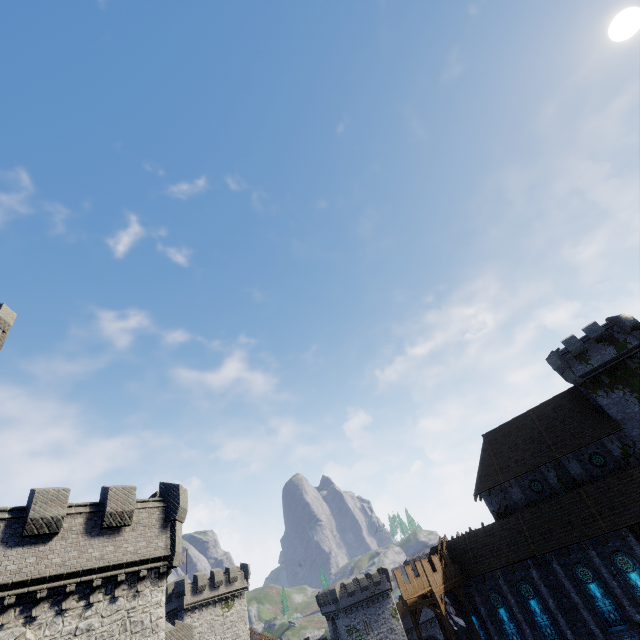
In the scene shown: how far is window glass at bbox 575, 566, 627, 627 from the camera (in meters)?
24.08

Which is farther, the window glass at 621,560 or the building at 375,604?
the building at 375,604

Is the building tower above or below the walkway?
above

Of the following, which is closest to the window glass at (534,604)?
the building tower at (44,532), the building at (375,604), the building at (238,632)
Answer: the building tower at (44,532)

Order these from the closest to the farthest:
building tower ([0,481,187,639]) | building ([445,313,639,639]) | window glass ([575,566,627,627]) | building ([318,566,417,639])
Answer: building tower ([0,481,187,639]) → window glass ([575,566,627,627]) → building ([445,313,639,639]) → building ([318,566,417,639])

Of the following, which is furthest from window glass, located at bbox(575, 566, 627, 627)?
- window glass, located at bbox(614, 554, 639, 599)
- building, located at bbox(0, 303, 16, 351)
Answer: building, located at bbox(0, 303, 16, 351)

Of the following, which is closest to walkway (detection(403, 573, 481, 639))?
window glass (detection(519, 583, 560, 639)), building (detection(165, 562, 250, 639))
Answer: window glass (detection(519, 583, 560, 639))

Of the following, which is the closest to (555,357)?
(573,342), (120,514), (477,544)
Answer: (573,342)
